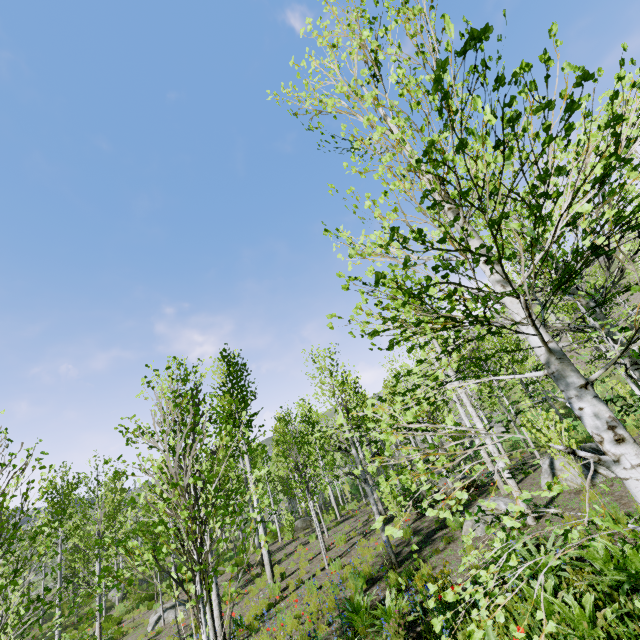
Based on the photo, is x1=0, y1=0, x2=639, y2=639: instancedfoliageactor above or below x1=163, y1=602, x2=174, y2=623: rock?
above

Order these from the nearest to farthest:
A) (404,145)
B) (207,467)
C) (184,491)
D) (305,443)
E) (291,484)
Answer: (404,145) < (184,491) < (291,484) < (305,443) < (207,467)

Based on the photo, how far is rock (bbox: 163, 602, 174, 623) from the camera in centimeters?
1523cm

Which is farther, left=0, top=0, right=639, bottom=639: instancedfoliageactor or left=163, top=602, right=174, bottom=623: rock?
left=163, top=602, right=174, bottom=623: rock

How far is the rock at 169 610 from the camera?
15.23m

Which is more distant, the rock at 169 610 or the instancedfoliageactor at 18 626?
the rock at 169 610
